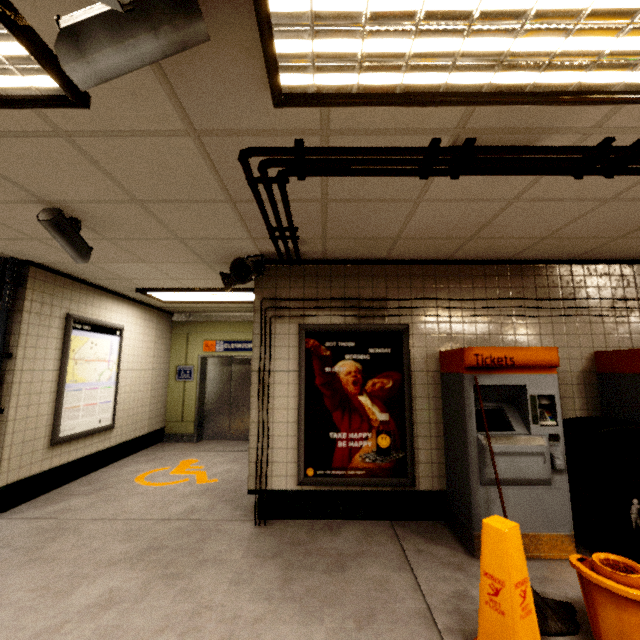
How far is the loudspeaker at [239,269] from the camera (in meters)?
3.53

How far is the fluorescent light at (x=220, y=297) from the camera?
5.34m

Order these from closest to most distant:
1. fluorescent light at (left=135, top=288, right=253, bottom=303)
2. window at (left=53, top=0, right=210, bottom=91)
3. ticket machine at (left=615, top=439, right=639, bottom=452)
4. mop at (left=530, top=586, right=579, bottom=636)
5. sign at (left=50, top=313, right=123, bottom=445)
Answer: window at (left=53, top=0, right=210, bottom=91), mop at (left=530, top=586, right=579, bottom=636), ticket machine at (left=615, top=439, right=639, bottom=452), sign at (left=50, top=313, right=123, bottom=445), fluorescent light at (left=135, top=288, right=253, bottom=303)

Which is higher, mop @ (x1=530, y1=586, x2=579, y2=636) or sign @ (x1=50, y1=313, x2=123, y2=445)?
sign @ (x1=50, y1=313, x2=123, y2=445)

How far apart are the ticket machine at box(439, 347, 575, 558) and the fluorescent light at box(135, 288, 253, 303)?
3.06m

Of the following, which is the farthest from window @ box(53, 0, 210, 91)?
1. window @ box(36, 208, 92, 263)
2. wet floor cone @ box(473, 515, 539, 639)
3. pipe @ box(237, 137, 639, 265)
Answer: wet floor cone @ box(473, 515, 539, 639)

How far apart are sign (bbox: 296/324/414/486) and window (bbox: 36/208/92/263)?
2.2 meters

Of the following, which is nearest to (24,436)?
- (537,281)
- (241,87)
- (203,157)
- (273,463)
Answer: (273,463)
